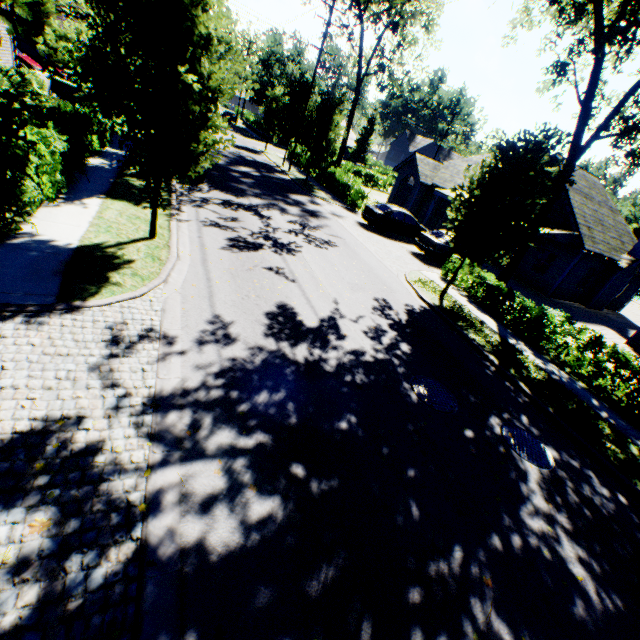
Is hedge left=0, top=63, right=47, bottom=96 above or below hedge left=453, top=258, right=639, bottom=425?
above

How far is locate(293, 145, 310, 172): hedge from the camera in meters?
31.8 m

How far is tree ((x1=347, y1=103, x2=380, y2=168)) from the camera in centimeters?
5475cm

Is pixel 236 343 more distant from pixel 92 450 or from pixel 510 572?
pixel 510 572

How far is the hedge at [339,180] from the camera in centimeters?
2380cm

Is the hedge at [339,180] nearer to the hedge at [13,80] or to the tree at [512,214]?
the tree at [512,214]

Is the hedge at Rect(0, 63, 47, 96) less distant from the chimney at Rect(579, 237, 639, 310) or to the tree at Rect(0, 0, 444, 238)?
the tree at Rect(0, 0, 444, 238)

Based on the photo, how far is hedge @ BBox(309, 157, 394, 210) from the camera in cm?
2380
